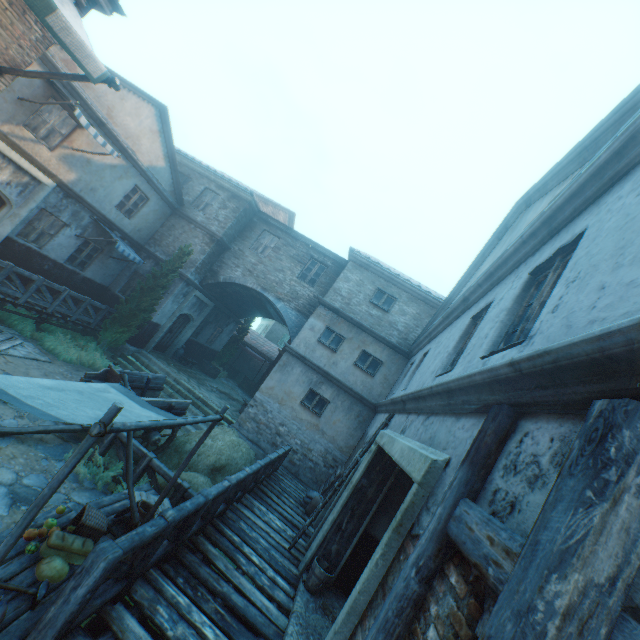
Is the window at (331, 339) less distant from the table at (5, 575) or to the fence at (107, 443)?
the fence at (107, 443)

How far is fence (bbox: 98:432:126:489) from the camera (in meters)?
6.76

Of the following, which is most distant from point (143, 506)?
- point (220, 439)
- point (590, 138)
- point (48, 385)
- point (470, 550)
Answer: point (590, 138)

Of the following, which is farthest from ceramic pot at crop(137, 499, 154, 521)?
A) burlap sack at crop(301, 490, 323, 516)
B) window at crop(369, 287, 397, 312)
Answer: window at crop(369, 287, 397, 312)

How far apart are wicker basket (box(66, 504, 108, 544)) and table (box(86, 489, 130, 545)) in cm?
36

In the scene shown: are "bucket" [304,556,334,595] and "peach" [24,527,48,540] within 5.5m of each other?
yes

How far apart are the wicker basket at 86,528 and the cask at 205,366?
15.6m

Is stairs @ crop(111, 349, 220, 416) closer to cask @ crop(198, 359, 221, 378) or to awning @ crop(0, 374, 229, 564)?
cask @ crop(198, 359, 221, 378)
